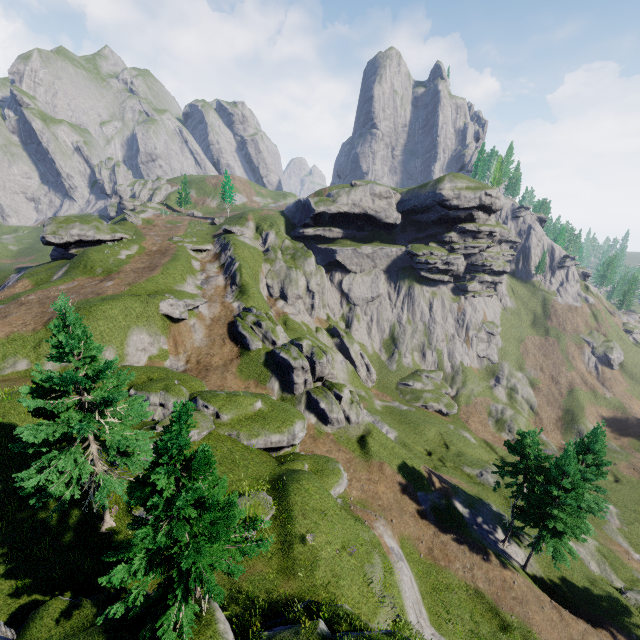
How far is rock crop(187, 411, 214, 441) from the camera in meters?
22.7 m

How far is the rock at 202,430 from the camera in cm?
2270

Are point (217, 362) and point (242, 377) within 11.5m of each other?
yes
